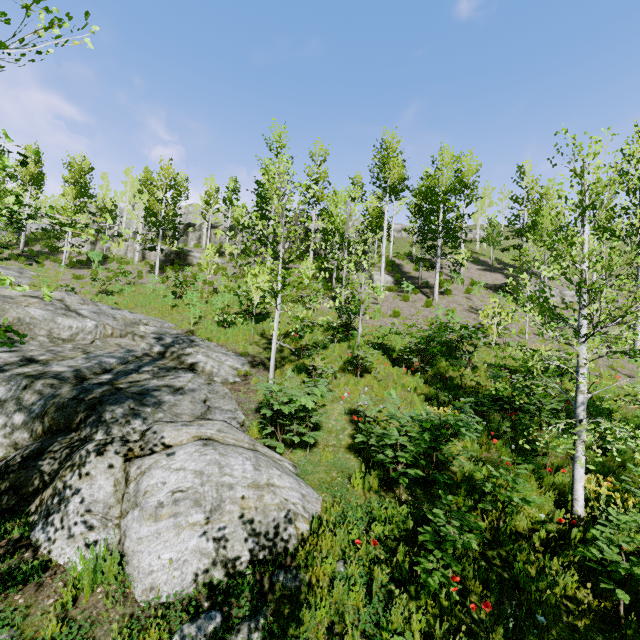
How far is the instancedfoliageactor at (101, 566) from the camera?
3.7m

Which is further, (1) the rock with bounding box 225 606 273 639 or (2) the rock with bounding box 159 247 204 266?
(2) the rock with bounding box 159 247 204 266

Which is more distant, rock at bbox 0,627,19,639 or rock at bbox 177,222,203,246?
rock at bbox 177,222,203,246

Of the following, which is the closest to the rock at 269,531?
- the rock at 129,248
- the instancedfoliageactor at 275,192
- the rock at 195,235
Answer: the instancedfoliageactor at 275,192

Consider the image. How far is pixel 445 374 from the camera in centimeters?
1073cm

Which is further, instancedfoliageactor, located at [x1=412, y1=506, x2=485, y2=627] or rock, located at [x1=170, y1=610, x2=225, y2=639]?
instancedfoliageactor, located at [x1=412, y1=506, x2=485, y2=627]

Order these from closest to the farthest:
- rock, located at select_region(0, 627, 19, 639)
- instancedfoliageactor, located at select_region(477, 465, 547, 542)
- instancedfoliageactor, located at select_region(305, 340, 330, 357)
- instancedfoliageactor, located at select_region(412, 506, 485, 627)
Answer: rock, located at select_region(0, 627, 19, 639), instancedfoliageactor, located at select_region(412, 506, 485, 627), instancedfoliageactor, located at select_region(477, 465, 547, 542), instancedfoliageactor, located at select_region(305, 340, 330, 357)

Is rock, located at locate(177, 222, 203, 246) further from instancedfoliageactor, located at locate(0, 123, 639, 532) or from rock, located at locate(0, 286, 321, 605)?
rock, located at locate(0, 286, 321, 605)
